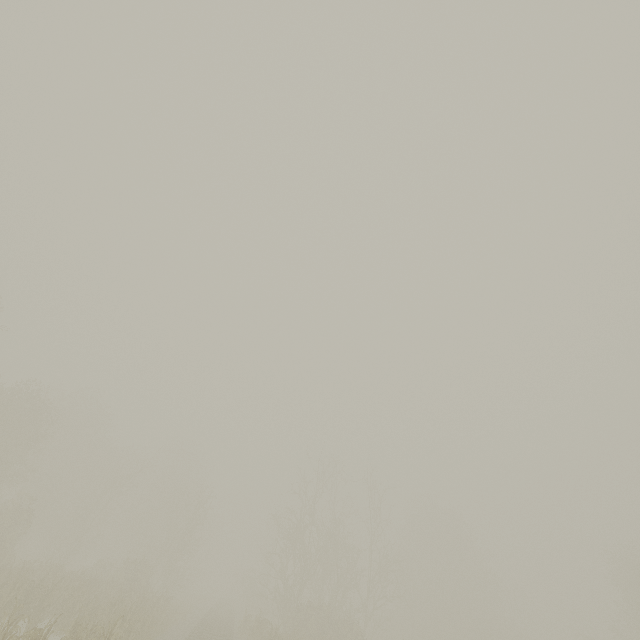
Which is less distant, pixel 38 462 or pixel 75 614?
pixel 75 614
